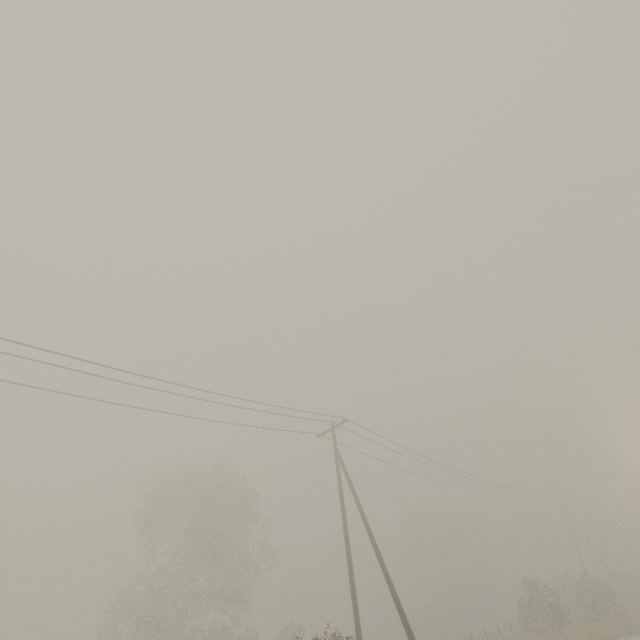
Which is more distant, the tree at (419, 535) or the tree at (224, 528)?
the tree at (419, 535)

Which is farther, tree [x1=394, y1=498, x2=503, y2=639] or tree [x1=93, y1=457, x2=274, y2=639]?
tree [x1=394, y1=498, x2=503, y2=639]

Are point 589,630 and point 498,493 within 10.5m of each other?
no
